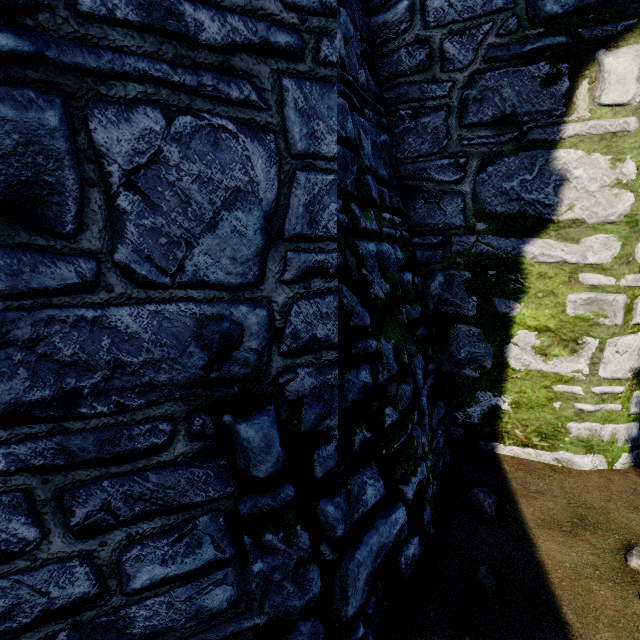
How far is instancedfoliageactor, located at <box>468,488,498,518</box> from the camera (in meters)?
3.16

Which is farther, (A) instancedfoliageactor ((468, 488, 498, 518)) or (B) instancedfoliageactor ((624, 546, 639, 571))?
(A) instancedfoliageactor ((468, 488, 498, 518))

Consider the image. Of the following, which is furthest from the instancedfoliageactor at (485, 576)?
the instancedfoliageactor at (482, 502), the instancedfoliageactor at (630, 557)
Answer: the instancedfoliageactor at (630, 557)

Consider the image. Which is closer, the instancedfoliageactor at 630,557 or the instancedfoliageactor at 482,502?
the instancedfoliageactor at 630,557

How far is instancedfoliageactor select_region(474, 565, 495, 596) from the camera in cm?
247

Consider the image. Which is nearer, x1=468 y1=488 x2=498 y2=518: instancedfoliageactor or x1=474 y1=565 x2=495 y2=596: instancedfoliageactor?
x1=474 y1=565 x2=495 y2=596: instancedfoliageactor

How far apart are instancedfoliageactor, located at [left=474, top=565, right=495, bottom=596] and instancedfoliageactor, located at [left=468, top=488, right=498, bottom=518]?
0.6 meters

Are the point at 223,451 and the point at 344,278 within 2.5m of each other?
yes
